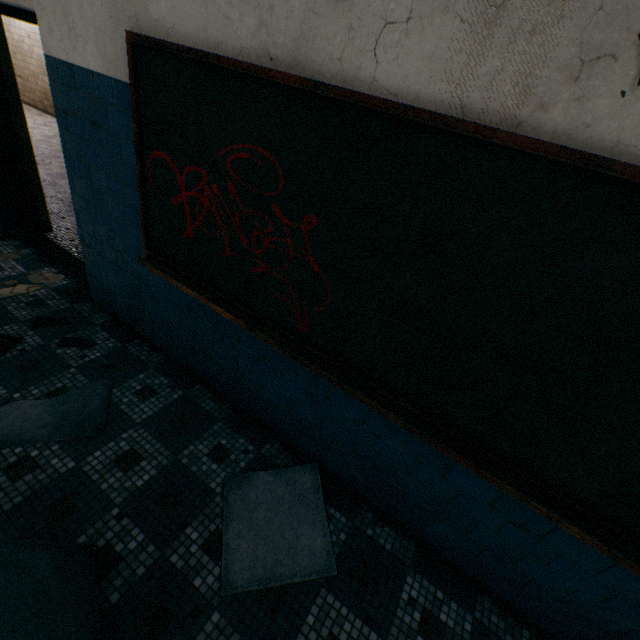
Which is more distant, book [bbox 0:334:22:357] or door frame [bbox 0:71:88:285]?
door frame [bbox 0:71:88:285]

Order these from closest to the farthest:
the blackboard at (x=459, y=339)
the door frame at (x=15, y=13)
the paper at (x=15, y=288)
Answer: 1. the blackboard at (x=459, y=339)
2. the door frame at (x=15, y=13)
3. the paper at (x=15, y=288)

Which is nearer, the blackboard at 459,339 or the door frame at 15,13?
the blackboard at 459,339

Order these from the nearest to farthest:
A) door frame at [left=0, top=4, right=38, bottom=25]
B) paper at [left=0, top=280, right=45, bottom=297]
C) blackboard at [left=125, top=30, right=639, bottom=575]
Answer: blackboard at [left=125, top=30, right=639, bottom=575], door frame at [left=0, top=4, right=38, bottom=25], paper at [left=0, top=280, right=45, bottom=297]

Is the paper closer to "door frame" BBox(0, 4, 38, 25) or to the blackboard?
"door frame" BBox(0, 4, 38, 25)

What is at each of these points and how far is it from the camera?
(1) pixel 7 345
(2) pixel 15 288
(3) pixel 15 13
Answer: (1) book, 2.6 meters
(2) paper, 3.1 meters
(3) door frame, 2.3 meters

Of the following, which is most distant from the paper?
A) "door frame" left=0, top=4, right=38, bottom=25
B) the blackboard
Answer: the blackboard

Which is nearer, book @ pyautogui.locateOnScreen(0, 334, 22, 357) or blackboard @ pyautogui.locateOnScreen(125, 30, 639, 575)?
blackboard @ pyautogui.locateOnScreen(125, 30, 639, 575)
